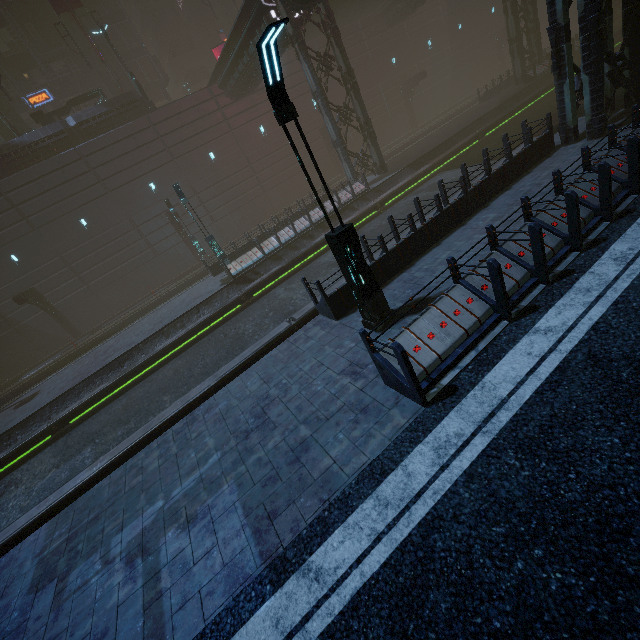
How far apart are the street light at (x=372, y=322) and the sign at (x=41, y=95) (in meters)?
40.44

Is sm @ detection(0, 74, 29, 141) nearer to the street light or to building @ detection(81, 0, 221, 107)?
building @ detection(81, 0, 221, 107)

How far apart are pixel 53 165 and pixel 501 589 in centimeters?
3375cm

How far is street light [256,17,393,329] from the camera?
4.9m

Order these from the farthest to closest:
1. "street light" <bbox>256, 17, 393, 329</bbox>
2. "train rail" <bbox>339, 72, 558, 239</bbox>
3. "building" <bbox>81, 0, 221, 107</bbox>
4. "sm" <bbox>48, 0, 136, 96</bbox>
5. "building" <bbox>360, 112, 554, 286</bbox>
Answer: "building" <bbox>81, 0, 221, 107</bbox>
"sm" <bbox>48, 0, 136, 96</bbox>
"train rail" <bbox>339, 72, 558, 239</bbox>
"building" <bbox>360, 112, 554, 286</bbox>
"street light" <bbox>256, 17, 393, 329</bbox>

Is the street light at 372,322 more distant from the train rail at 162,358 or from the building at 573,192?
the train rail at 162,358

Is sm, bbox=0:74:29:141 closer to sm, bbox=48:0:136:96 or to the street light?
sm, bbox=48:0:136:96

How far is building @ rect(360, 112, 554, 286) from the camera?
9.3 meters
